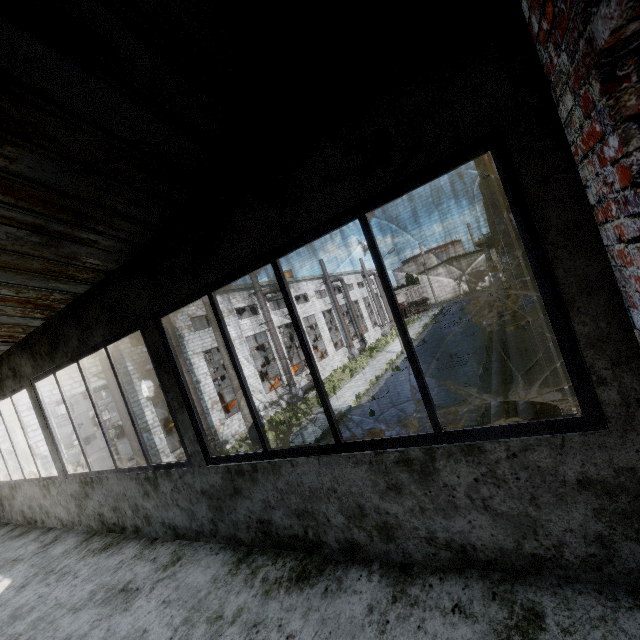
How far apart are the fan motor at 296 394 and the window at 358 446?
24.5m

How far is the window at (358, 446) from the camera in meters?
1.5

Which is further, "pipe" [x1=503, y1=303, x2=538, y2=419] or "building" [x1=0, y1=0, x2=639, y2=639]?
"pipe" [x1=503, y1=303, x2=538, y2=419]

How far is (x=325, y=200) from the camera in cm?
199

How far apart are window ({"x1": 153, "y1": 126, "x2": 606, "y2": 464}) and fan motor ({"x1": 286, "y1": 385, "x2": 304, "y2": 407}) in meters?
24.5 m

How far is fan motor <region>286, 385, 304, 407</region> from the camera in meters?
27.1 m

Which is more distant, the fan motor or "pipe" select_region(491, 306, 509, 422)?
the fan motor

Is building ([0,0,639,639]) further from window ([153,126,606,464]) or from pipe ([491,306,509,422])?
pipe ([491,306,509,422])
